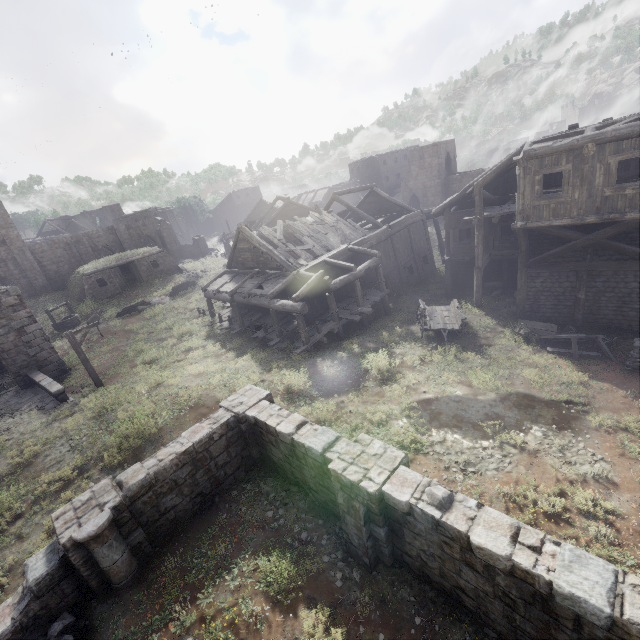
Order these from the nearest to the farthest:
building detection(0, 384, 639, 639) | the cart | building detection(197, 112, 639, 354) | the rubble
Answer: building detection(0, 384, 639, 639)
the rubble
building detection(197, 112, 639, 354)
the cart

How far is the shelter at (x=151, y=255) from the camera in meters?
30.4

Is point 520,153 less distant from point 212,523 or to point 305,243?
point 305,243

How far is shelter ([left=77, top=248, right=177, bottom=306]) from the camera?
30.41m

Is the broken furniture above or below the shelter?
below

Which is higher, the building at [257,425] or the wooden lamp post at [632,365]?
the building at [257,425]

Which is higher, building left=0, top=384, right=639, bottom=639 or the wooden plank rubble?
→ the wooden plank rubble

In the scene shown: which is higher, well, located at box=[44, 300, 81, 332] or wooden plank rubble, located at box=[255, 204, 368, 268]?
wooden plank rubble, located at box=[255, 204, 368, 268]
